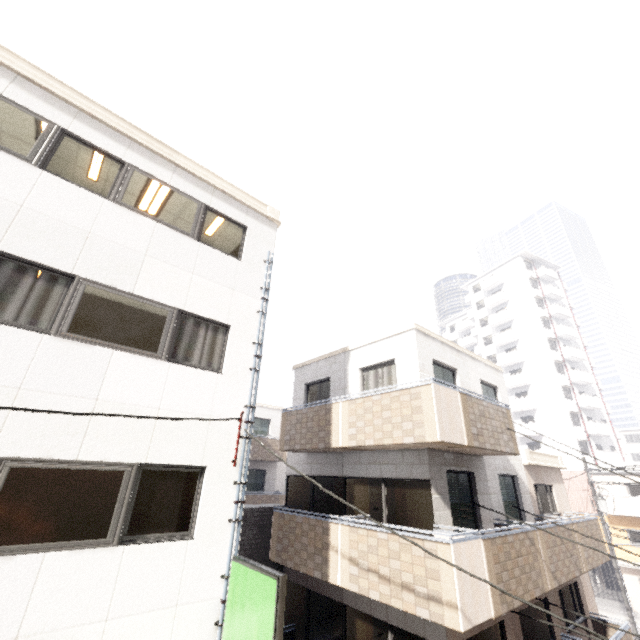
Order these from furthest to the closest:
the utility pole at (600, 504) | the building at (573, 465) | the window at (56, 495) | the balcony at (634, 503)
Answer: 1. the building at (573, 465)
2. the balcony at (634, 503)
3. the utility pole at (600, 504)
4. the window at (56, 495)

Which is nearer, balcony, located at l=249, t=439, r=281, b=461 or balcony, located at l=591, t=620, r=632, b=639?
balcony, located at l=591, t=620, r=632, b=639

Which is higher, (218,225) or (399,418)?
(218,225)

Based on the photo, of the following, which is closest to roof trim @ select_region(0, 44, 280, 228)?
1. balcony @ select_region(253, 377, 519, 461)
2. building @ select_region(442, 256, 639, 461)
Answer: balcony @ select_region(253, 377, 519, 461)

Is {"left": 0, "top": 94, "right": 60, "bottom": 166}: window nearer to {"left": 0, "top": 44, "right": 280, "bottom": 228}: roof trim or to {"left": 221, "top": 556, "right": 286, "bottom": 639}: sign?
{"left": 0, "top": 44, "right": 280, "bottom": 228}: roof trim

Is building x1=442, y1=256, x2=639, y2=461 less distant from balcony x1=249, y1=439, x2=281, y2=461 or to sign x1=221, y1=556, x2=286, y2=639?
balcony x1=249, y1=439, x2=281, y2=461

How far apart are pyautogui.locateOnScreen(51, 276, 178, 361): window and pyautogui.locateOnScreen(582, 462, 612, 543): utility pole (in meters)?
24.73

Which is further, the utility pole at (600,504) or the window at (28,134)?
the utility pole at (600,504)
